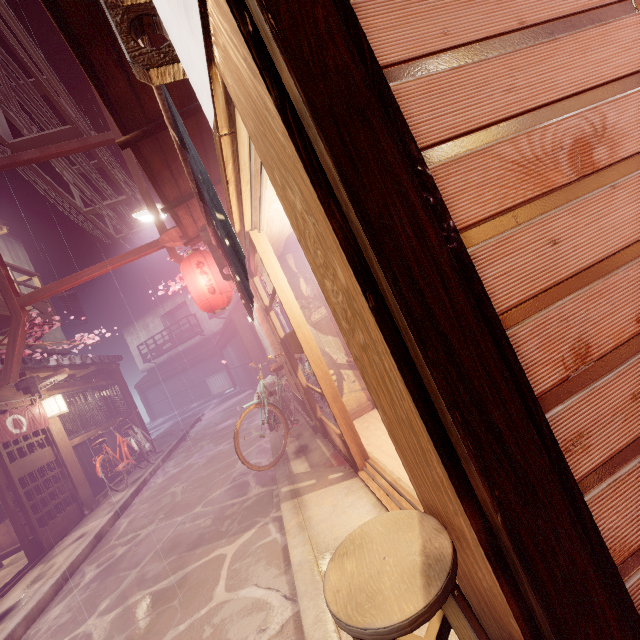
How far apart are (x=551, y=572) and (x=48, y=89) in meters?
14.3

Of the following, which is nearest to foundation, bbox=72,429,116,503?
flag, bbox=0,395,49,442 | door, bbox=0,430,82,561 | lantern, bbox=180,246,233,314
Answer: door, bbox=0,430,82,561

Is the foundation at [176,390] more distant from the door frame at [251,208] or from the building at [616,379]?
the building at [616,379]

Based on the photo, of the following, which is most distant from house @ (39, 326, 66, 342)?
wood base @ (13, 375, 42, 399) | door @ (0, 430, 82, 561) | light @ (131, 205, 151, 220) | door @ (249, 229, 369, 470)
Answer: wood base @ (13, 375, 42, 399)

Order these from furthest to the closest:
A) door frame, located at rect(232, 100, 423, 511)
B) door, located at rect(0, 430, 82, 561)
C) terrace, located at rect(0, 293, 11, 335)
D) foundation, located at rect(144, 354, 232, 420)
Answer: foundation, located at rect(144, 354, 232, 420) → terrace, located at rect(0, 293, 11, 335) → door, located at rect(0, 430, 82, 561) → door frame, located at rect(232, 100, 423, 511)

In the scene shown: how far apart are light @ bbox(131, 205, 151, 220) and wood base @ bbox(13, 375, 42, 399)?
7.23m

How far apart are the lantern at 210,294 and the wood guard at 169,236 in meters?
0.3 m

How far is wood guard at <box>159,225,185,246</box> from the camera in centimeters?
991cm
